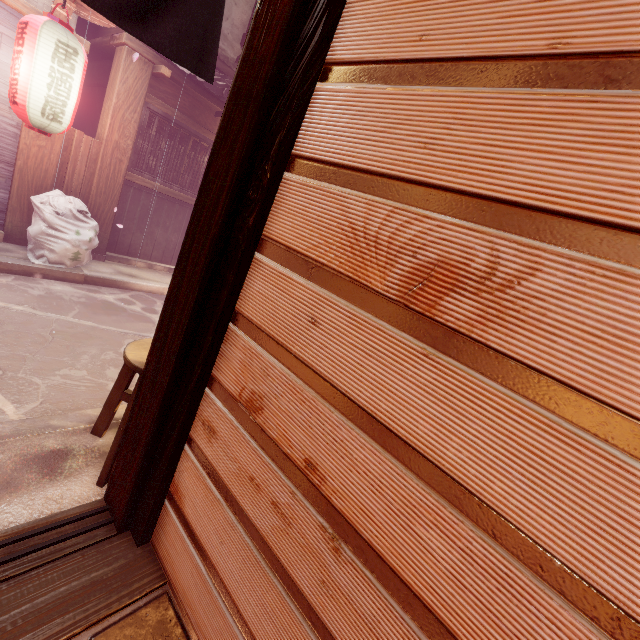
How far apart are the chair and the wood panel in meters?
9.4

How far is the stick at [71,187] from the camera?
8.6 meters

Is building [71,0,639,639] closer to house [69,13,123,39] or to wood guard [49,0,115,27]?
house [69,13,123,39]

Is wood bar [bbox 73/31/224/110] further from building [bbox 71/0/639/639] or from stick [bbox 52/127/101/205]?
building [bbox 71/0/639/639]

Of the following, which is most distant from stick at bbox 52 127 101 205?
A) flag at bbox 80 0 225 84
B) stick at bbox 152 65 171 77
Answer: flag at bbox 80 0 225 84

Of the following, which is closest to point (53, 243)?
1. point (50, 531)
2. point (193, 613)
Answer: point (50, 531)

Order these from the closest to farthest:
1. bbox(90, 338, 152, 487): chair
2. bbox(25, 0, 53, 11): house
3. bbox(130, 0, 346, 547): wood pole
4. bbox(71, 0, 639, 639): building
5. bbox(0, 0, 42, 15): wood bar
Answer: bbox(71, 0, 639, 639): building → bbox(130, 0, 346, 547): wood pole → bbox(90, 338, 152, 487): chair → bbox(0, 0, 42, 15): wood bar → bbox(25, 0, 53, 11): house

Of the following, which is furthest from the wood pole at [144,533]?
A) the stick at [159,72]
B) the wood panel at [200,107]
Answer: the wood panel at [200,107]
